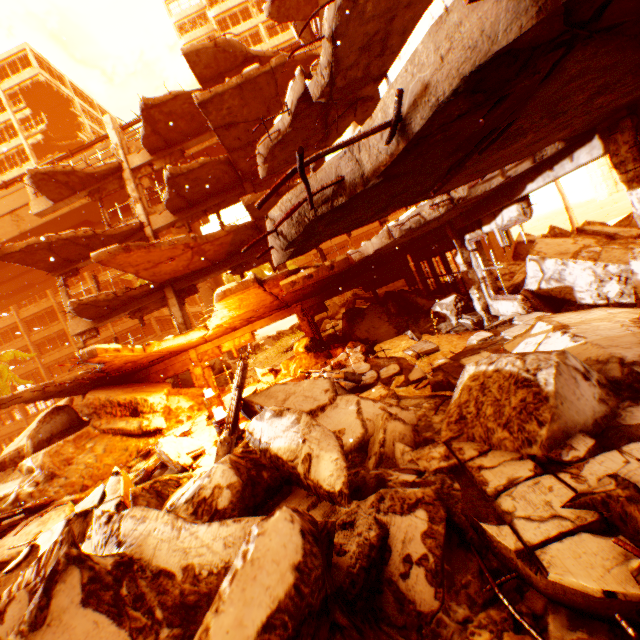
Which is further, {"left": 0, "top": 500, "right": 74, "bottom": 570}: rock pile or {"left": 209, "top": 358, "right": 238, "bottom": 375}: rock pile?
{"left": 209, "top": 358, "right": 238, "bottom": 375}: rock pile

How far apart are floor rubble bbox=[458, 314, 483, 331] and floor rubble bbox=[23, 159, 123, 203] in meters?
15.8

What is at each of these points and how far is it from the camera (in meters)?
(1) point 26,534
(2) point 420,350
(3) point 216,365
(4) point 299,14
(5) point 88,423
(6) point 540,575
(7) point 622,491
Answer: (1) rock pile, 6.91
(2) floor rubble, 8.34
(3) rock pile, 17.81
(4) floor rubble, 11.31
(5) rock pile, 12.44
(6) floor rubble, 2.04
(7) rock pile, 2.17

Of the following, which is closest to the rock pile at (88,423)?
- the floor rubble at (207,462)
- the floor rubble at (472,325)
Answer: the floor rubble at (207,462)

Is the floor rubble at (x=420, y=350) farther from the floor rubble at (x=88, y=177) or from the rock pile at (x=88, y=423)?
the floor rubble at (x=88, y=177)

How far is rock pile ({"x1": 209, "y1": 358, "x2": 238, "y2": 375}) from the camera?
17.0m

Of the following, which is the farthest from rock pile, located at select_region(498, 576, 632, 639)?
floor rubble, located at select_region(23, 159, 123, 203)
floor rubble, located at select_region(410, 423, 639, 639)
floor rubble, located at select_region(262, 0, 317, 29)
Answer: floor rubble, located at select_region(262, 0, 317, 29)

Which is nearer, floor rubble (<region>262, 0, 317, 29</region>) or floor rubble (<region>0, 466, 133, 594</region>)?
floor rubble (<region>0, 466, 133, 594</region>)
